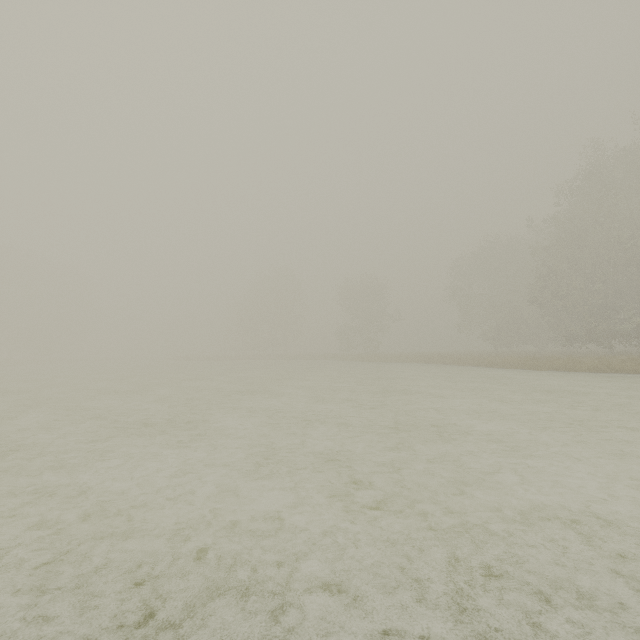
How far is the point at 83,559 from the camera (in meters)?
3.12
